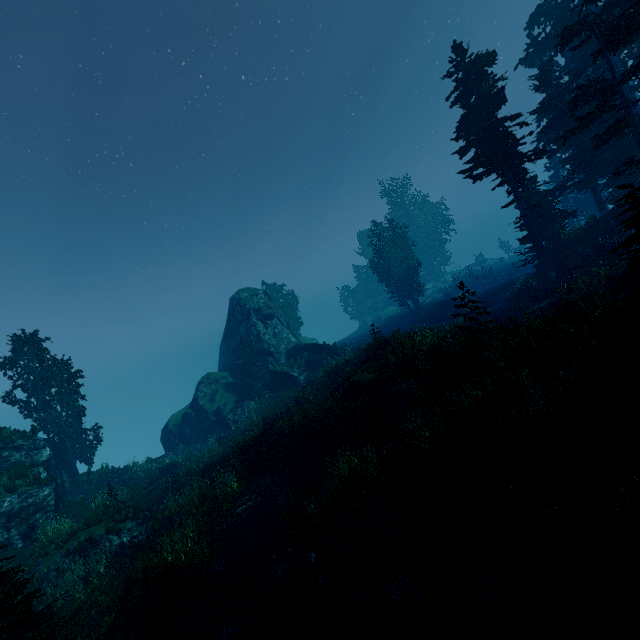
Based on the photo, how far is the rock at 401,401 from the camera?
14.27m

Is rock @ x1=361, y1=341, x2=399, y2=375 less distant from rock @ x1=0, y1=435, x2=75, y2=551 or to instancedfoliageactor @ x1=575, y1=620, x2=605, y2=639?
instancedfoliageactor @ x1=575, y1=620, x2=605, y2=639

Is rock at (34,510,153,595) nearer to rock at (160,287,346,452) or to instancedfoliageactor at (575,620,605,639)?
instancedfoliageactor at (575,620,605,639)

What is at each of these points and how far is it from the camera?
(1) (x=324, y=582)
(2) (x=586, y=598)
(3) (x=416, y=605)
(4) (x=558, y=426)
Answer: (1) instancedfoliageactor, 9.11m
(2) instancedfoliageactor, 5.62m
(3) instancedfoliageactor, 7.14m
(4) instancedfoliageactor, 7.89m

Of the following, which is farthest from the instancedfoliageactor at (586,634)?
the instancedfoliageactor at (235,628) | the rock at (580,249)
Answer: the instancedfoliageactor at (235,628)

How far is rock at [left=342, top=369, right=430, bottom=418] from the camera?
14.3m

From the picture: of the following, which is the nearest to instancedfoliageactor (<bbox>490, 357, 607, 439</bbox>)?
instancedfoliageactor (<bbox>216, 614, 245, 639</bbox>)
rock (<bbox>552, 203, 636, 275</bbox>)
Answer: rock (<bbox>552, 203, 636, 275</bbox>)
